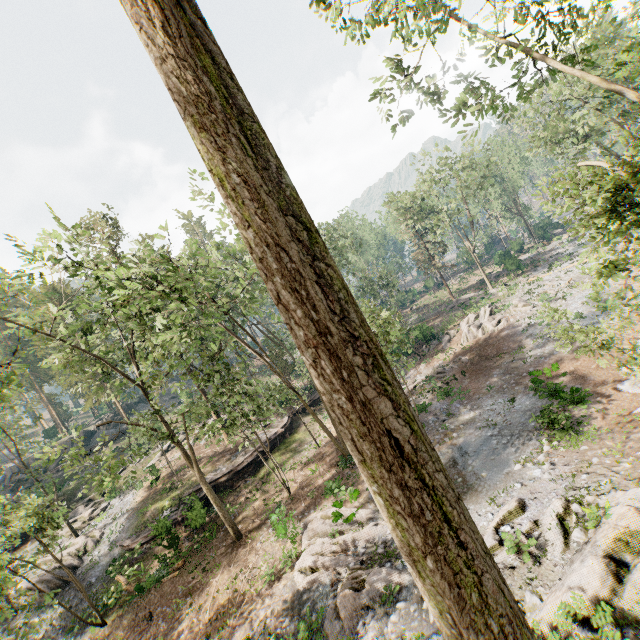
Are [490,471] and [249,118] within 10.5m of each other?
no

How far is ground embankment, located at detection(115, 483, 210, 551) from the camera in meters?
22.0

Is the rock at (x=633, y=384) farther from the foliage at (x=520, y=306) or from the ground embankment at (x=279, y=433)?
the ground embankment at (x=279, y=433)

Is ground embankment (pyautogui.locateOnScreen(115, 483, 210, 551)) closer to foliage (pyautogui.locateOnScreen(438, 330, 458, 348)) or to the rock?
foliage (pyautogui.locateOnScreen(438, 330, 458, 348))

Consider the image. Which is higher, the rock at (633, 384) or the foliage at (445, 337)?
the foliage at (445, 337)

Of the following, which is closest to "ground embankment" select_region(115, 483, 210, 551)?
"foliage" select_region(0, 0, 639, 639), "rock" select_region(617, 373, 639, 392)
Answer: "foliage" select_region(0, 0, 639, 639)
